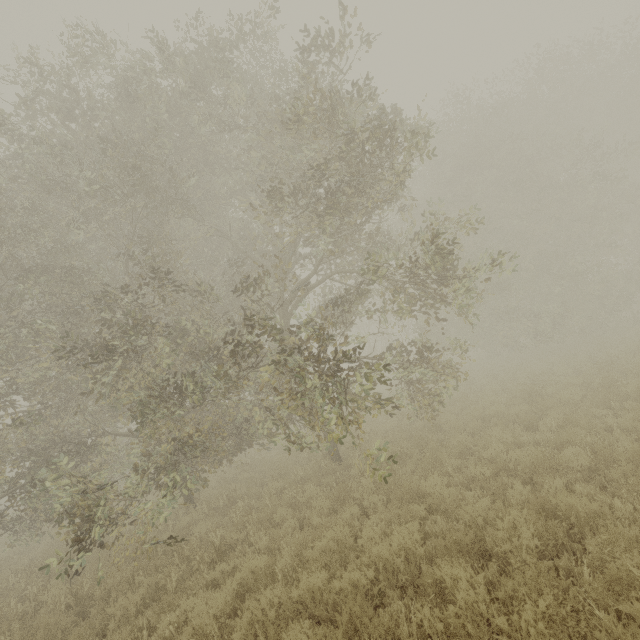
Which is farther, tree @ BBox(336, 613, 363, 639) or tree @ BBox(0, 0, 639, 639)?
tree @ BBox(0, 0, 639, 639)

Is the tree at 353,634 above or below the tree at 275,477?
below

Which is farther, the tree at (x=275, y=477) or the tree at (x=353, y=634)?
the tree at (x=275, y=477)

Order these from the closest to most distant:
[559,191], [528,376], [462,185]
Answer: [528,376]
[559,191]
[462,185]

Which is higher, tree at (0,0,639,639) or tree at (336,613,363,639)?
tree at (0,0,639,639)
